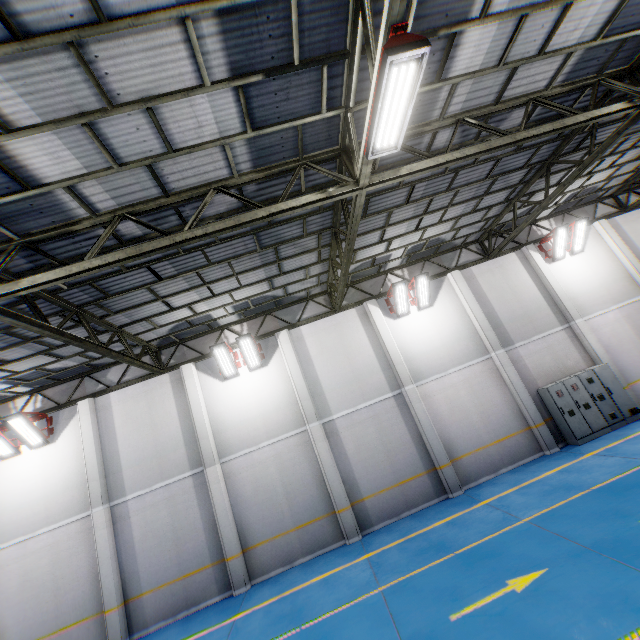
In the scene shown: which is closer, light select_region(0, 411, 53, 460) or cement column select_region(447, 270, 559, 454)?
light select_region(0, 411, 53, 460)

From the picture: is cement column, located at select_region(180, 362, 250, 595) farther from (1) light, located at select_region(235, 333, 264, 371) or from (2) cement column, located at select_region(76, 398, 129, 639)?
(2) cement column, located at select_region(76, 398, 129, 639)

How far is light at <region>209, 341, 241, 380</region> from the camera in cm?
1209

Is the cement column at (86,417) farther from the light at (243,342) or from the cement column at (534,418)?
the cement column at (534,418)

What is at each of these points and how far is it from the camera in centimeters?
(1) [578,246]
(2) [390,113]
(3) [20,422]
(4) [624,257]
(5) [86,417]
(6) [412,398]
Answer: (1) light, 1464cm
(2) light, 477cm
(3) light, 1130cm
(4) cement column, 1464cm
(5) cement column, 1208cm
(6) cement column, 1248cm

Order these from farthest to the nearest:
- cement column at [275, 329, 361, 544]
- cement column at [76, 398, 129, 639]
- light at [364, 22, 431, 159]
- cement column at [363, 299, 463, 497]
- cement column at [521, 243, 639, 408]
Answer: cement column at [521, 243, 639, 408]
cement column at [363, 299, 463, 497]
cement column at [275, 329, 361, 544]
cement column at [76, 398, 129, 639]
light at [364, 22, 431, 159]

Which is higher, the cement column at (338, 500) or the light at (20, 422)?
the light at (20, 422)

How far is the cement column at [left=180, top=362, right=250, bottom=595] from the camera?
10.6m
